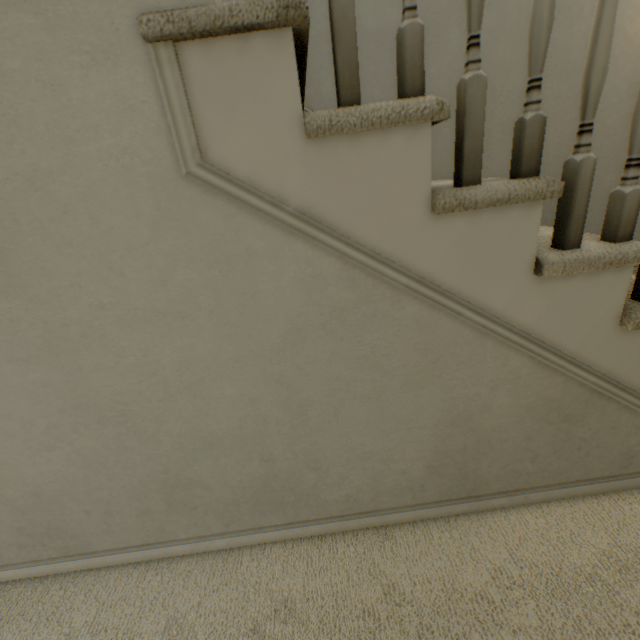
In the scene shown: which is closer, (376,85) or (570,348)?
(570,348)
